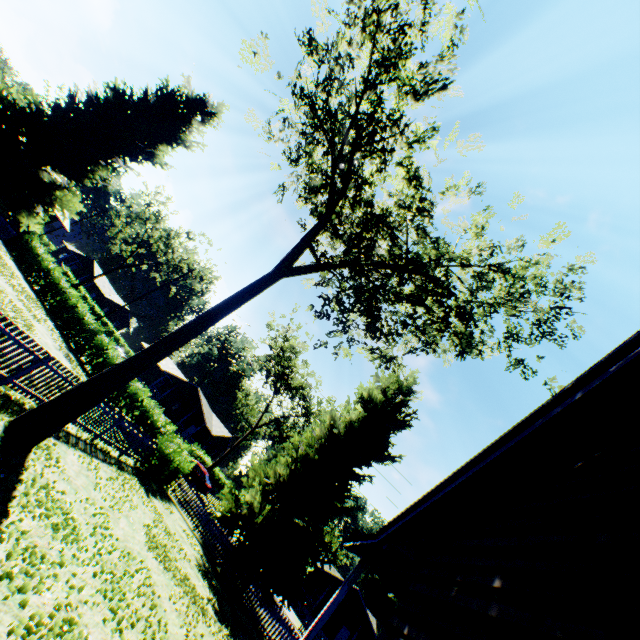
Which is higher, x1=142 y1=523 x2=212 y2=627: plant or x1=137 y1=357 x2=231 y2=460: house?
x1=137 y1=357 x2=231 y2=460: house

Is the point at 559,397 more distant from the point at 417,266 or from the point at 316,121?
the point at 316,121

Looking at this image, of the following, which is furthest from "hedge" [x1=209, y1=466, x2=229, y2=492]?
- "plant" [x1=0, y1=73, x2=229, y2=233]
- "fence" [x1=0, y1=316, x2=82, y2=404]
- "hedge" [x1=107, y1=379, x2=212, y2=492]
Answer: "plant" [x1=0, y1=73, x2=229, y2=233]

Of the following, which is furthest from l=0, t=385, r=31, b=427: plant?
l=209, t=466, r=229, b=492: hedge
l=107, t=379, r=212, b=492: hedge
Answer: l=209, t=466, r=229, b=492: hedge

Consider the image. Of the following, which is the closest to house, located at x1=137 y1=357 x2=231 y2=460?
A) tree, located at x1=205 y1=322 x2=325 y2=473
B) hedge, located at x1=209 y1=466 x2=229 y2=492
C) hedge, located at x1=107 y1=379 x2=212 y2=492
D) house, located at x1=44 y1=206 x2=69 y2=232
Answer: hedge, located at x1=209 y1=466 x2=229 y2=492

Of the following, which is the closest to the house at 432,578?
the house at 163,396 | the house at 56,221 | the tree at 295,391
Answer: the tree at 295,391

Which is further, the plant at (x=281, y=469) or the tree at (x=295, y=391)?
the tree at (x=295, y=391)

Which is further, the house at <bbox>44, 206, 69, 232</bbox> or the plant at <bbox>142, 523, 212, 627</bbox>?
the house at <bbox>44, 206, 69, 232</bbox>
